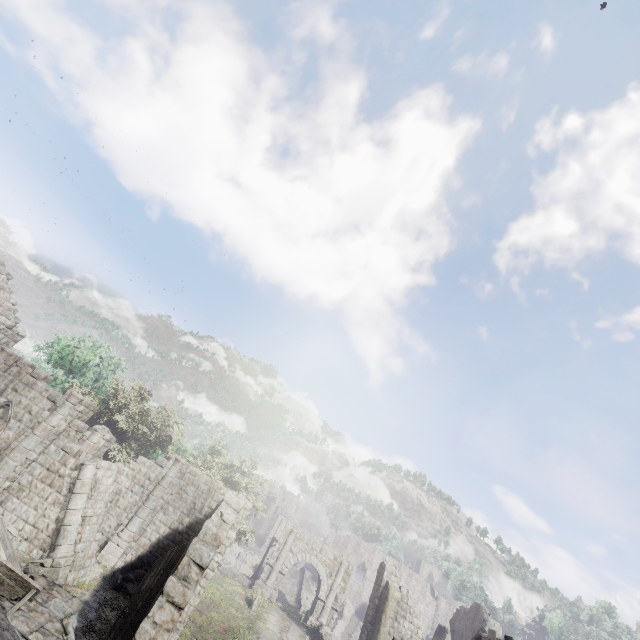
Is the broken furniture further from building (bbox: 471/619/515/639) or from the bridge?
the bridge

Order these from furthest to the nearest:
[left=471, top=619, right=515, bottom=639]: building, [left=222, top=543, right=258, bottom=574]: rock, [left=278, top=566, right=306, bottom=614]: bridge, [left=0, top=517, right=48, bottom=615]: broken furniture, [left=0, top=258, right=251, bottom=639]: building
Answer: [left=222, top=543, right=258, bottom=574]: rock → [left=278, top=566, right=306, bottom=614]: bridge → [left=471, top=619, right=515, bottom=639]: building → [left=0, top=517, right=48, bottom=615]: broken furniture → [left=0, top=258, right=251, bottom=639]: building

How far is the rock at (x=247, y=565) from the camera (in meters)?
48.78

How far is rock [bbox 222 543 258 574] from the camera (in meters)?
48.78

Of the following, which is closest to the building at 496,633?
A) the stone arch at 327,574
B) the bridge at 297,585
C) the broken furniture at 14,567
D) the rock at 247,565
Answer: the stone arch at 327,574

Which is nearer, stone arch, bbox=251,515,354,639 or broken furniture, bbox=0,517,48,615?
broken furniture, bbox=0,517,48,615

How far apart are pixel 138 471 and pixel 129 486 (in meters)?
0.89

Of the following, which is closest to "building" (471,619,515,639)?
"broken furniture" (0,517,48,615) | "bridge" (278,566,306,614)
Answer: "broken furniture" (0,517,48,615)
